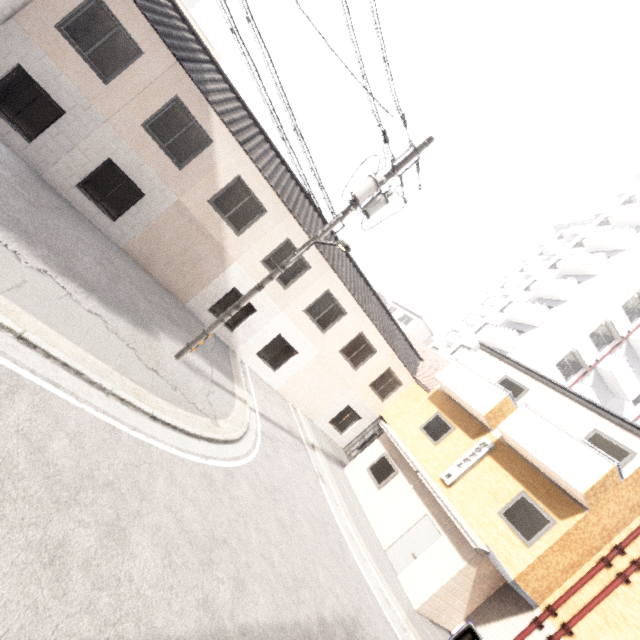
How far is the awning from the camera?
9.7 meters

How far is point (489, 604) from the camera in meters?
11.5

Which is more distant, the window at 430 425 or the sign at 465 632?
the window at 430 425

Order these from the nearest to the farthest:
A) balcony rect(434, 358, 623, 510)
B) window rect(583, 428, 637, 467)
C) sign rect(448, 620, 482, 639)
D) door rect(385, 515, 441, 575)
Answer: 1. sign rect(448, 620, 482, 639)
2. balcony rect(434, 358, 623, 510)
3. window rect(583, 428, 637, 467)
4. door rect(385, 515, 441, 575)

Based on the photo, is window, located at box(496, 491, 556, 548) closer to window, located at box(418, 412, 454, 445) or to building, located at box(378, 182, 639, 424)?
window, located at box(418, 412, 454, 445)

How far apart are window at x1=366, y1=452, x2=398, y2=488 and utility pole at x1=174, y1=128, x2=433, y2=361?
9.84m

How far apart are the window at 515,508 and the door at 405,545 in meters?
2.0

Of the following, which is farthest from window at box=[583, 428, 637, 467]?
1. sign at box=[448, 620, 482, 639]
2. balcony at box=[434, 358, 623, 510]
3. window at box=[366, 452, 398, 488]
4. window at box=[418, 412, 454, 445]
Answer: sign at box=[448, 620, 482, 639]
